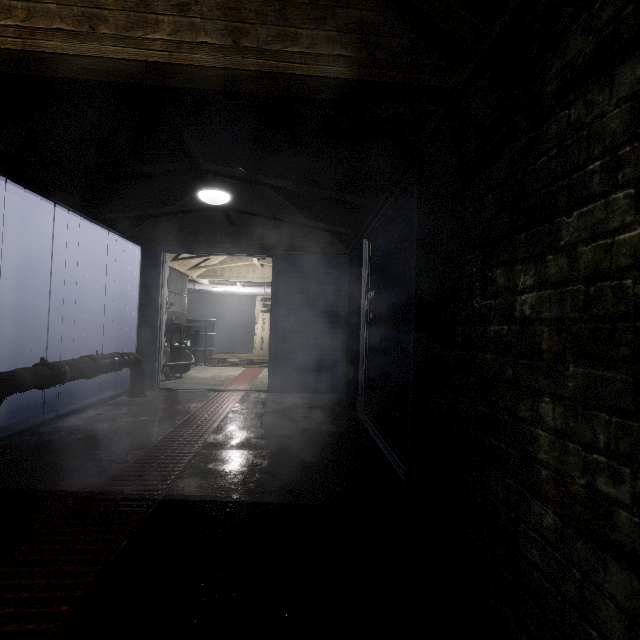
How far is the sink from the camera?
5.5 meters

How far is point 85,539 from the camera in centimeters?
137cm

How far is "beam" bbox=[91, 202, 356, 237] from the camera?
3.7m

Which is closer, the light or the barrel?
the light

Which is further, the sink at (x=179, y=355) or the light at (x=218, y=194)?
the sink at (x=179, y=355)

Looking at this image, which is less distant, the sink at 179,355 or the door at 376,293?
the door at 376,293

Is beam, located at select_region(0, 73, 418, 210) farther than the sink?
No

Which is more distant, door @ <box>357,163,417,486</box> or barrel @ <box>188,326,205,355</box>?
barrel @ <box>188,326,205,355</box>
